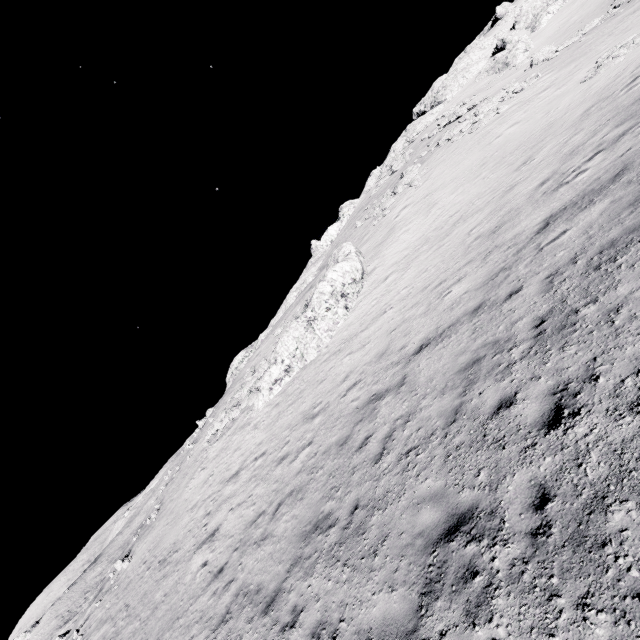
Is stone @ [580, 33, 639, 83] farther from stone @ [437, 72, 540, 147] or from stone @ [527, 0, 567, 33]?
stone @ [527, 0, 567, 33]

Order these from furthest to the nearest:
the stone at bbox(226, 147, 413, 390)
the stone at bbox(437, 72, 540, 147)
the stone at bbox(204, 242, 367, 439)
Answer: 1. the stone at bbox(226, 147, 413, 390)
2. the stone at bbox(437, 72, 540, 147)
3. the stone at bbox(204, 242, 367, 439)

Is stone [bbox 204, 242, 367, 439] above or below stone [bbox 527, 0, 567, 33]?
below

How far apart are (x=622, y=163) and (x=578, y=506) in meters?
11.3 m

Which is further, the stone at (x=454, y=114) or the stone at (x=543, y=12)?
the stone at (x=543, y=12)

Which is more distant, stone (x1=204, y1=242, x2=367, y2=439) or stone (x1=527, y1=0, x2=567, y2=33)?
stone (x1=527, y1=0, x2=567, y2=33)

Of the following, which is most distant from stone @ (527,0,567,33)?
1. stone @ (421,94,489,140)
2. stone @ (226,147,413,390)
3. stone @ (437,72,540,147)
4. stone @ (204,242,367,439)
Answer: stone @ (204,242,367,439)

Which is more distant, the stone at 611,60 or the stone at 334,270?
the stone at 334,270
